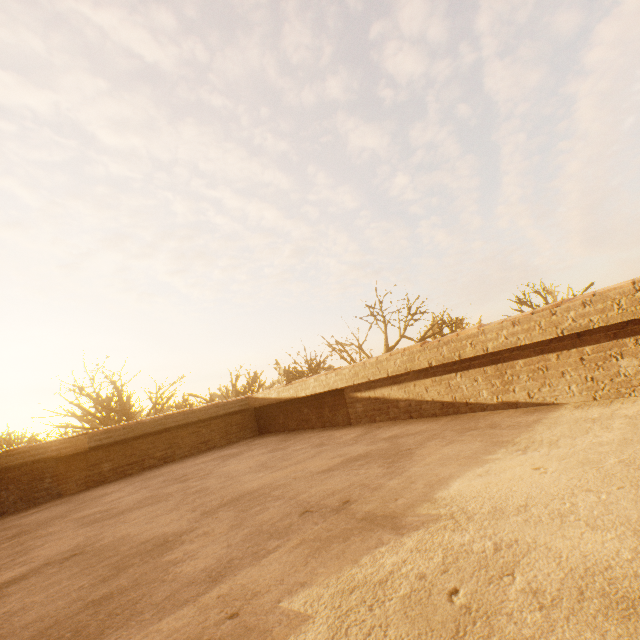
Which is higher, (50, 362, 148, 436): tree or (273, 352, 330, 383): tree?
(273, 352, 330, 383): tree

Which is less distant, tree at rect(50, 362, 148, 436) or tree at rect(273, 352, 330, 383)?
tree at rect(50, 362, 148, 436)

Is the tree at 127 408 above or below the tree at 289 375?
below

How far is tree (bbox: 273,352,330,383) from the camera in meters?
21.7 m

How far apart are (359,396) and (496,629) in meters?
5.3

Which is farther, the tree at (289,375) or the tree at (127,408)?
the tree at (289,375)
